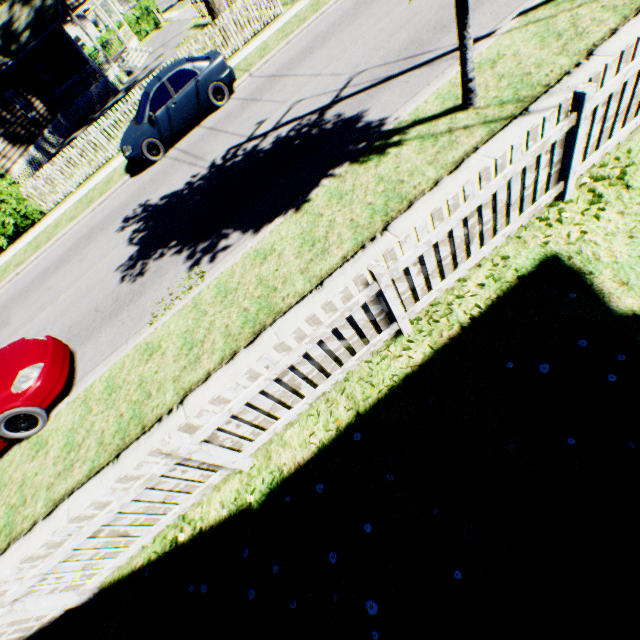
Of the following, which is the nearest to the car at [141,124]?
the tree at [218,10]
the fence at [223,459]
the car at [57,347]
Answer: the tree at [218,10]

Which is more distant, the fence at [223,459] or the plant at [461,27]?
the plant at [461,27]

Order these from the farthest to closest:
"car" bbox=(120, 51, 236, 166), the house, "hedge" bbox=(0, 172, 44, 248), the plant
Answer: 1. the house
2. "hedge" bbox=(0, 172, 44, 248)
3. "car" bbox=(120, 51, 236, 166)
4. the plant

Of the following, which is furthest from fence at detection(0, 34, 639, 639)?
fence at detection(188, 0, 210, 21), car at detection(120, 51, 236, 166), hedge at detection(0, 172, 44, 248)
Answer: fence at detection(188, 0, 210, 21)

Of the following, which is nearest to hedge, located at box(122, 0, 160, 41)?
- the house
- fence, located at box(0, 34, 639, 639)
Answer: the house

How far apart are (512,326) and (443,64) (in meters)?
6.26

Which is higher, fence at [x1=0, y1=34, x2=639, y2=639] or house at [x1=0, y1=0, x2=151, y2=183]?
house at [x1=0, y1=0, x2=151, y2=183]

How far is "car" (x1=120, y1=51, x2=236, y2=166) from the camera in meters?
10.6 m
